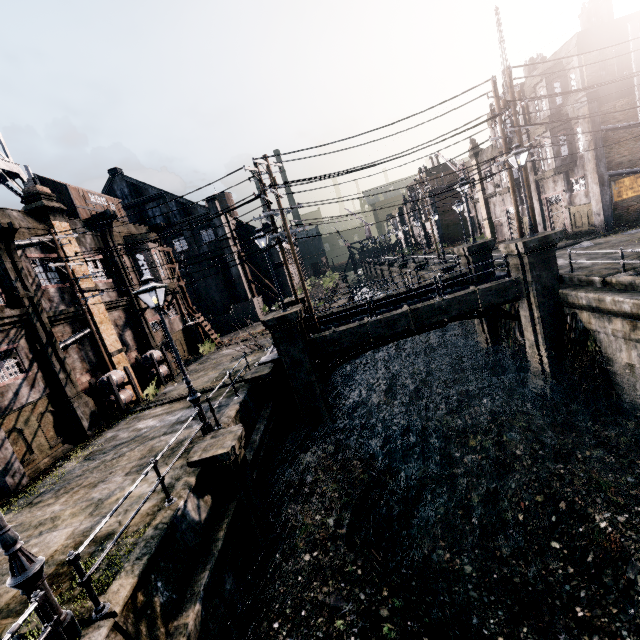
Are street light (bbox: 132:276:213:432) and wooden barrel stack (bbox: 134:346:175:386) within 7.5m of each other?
no

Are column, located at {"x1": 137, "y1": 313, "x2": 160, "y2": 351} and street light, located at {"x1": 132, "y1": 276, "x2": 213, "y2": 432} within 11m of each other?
no

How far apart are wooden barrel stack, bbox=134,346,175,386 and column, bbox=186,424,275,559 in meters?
12.4

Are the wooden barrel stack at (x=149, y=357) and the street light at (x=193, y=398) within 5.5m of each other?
no

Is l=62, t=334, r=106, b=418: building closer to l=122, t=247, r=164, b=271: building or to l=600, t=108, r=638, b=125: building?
l=122, t=247, r=164, b=271: building

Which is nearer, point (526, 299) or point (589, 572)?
point (589, 572)

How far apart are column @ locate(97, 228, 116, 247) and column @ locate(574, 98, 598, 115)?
33.5m

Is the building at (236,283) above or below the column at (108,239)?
below
